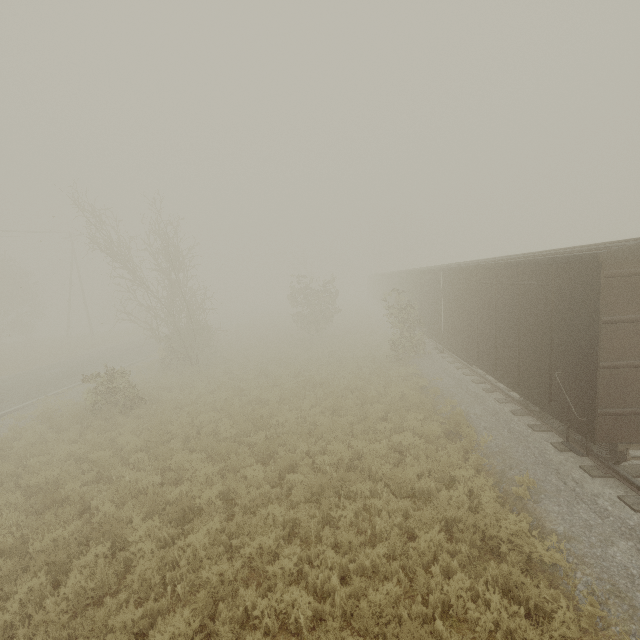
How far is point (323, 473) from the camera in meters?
8.9
